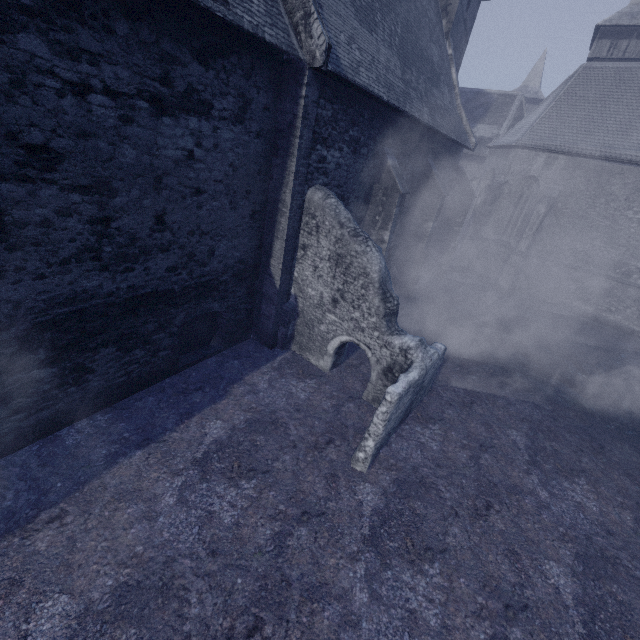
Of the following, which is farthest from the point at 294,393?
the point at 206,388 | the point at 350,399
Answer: the point at 206,388
